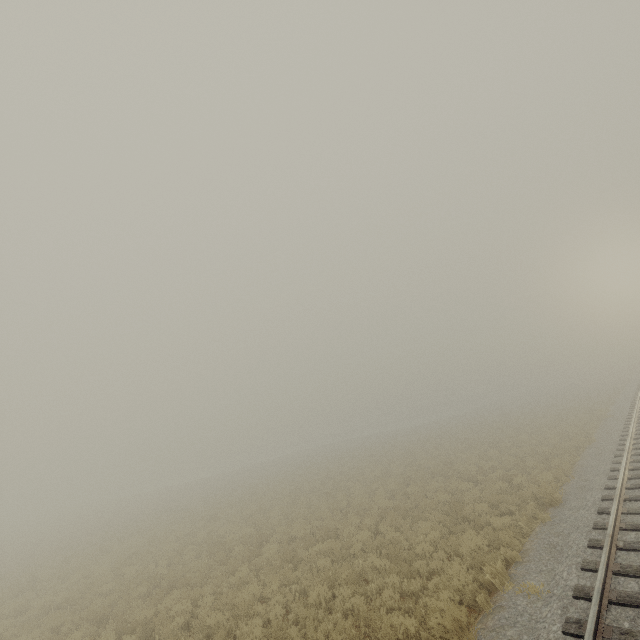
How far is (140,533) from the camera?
22.8m
